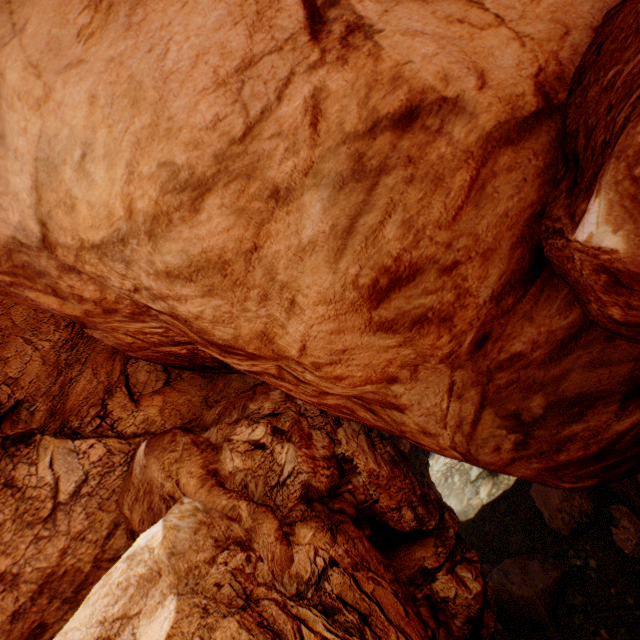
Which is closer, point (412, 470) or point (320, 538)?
point (320, 538)
